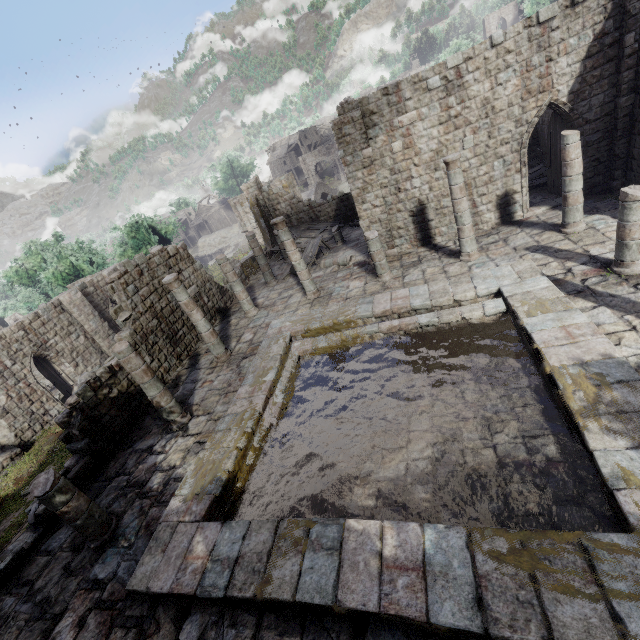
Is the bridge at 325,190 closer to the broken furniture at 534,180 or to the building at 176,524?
the building at 176,524

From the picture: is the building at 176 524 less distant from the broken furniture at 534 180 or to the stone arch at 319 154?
the broken furniture at 534 180

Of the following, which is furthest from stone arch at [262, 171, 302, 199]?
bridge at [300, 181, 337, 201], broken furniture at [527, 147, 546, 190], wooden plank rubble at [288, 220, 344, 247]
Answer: broken furniture at [527, 147, 546, 190]

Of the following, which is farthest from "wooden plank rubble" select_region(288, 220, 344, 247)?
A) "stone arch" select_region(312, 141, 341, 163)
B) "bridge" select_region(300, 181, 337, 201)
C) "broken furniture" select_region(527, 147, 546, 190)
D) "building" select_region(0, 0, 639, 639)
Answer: "bridge" select_region(300, 181, 337, 201)

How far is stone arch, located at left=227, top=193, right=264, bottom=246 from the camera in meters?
36.0

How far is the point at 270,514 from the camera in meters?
7.1
